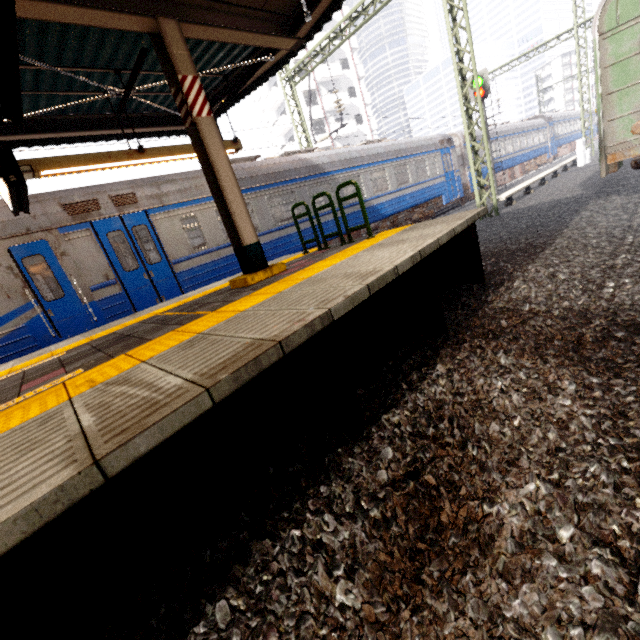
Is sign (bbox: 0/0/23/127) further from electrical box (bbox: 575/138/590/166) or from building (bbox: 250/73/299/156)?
building (bbox: 250/73/299/156)

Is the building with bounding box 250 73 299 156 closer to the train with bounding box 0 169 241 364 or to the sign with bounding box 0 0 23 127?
the train with bounding box 0 169 241 364

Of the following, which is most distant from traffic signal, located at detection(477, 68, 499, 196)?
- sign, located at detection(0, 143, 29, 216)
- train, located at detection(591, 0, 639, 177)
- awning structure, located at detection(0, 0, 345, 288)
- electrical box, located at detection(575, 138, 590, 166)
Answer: sign, located at detection(0, 143, 29, 216)

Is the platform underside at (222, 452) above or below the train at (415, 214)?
below

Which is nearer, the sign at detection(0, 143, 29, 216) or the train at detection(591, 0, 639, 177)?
the sign at detection(0, 143, 29, 216)

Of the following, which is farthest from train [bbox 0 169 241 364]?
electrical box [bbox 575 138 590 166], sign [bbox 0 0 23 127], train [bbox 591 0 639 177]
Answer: electrical box [bbox 575 138 590 166]

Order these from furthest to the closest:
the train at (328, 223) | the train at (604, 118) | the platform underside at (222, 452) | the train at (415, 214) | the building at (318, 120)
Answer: the building at (318, 120) < the train at (328, 223) < the train at (415, 214) < the train at (604, 118) < the platform underside at (222, 452)

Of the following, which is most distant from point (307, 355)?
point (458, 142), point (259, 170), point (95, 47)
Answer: point (458, 142)
